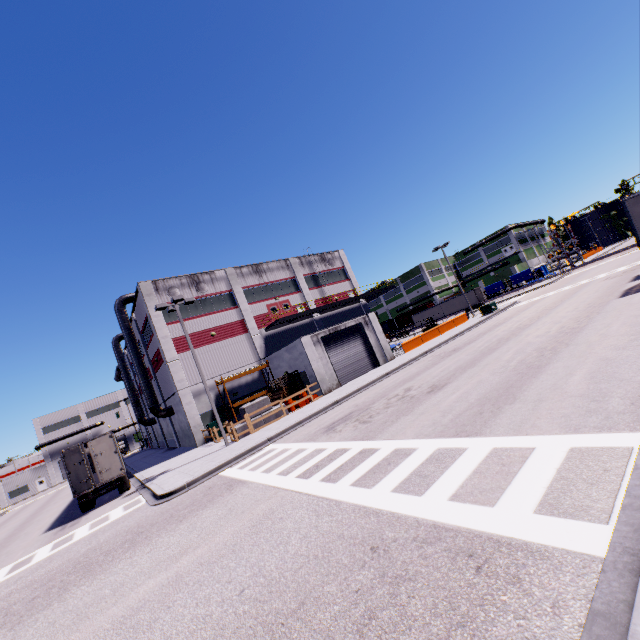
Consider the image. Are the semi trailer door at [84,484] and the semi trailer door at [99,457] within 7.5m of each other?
yes

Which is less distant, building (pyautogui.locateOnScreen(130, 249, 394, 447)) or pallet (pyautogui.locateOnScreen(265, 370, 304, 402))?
pallet (pyautogui.locateOnScreen(265, 370, 304, 402))

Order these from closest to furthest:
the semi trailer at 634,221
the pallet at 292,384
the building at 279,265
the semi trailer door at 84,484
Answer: the semi trailer at 634,221 < the semi trailer door at 84,484 < the pallet at 292,384 < the building at 279,265

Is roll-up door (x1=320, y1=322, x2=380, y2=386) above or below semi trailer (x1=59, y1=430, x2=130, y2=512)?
above

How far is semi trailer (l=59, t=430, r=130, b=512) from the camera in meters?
18.9 m

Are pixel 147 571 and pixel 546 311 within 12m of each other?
no

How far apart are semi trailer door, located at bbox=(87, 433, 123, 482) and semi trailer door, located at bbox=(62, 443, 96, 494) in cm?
49

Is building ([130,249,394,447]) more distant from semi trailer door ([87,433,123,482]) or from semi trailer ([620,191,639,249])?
semi trailer door ([87,433,123,482])
